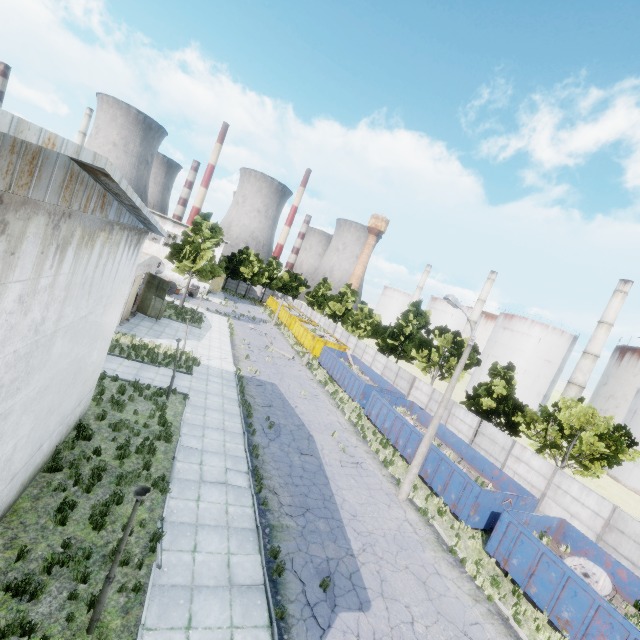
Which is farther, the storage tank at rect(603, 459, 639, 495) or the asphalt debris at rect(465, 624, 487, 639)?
the storage tank at rect(603, 459, 639, 495)

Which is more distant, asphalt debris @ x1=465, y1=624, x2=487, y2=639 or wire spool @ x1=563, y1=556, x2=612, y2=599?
wire spool @ x1=563, y1=556, x2=612, y2=599

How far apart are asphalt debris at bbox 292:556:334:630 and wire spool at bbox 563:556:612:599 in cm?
1013

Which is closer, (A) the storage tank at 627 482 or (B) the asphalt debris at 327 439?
(B) the asphalt debris at 327 439

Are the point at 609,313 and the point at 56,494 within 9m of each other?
no

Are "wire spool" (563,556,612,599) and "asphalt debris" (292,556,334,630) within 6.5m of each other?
no

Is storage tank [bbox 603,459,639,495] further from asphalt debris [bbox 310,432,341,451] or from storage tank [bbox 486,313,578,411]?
asphalt debris [bbox 310,432,341,451]

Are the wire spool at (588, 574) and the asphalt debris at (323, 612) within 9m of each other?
no
